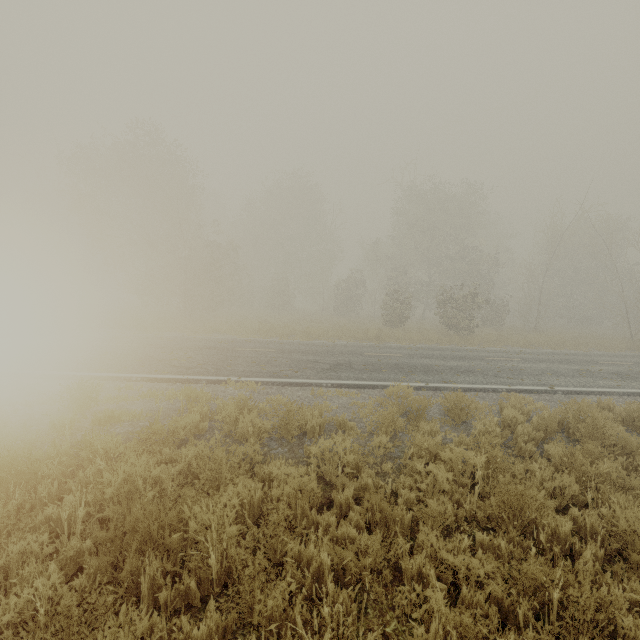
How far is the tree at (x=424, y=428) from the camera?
5.7m

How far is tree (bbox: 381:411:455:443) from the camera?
5.7m

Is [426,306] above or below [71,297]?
above
